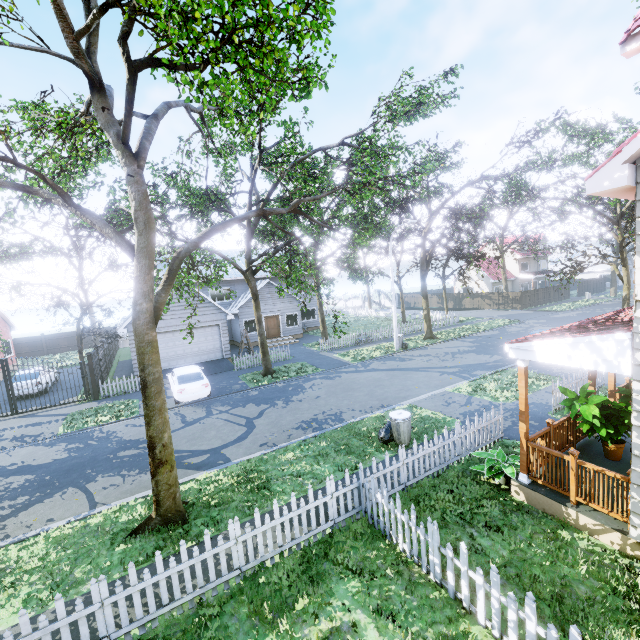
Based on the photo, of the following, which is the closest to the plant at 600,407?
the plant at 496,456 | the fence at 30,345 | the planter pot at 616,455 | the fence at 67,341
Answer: the planter pot at 616,455

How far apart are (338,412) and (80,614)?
9.54m

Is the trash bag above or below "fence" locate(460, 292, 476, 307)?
below

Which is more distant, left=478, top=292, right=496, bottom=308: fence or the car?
left=478, top=292, right=496, bottom=308: fence

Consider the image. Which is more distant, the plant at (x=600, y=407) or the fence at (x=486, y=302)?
the fence at (x=486, y=302)

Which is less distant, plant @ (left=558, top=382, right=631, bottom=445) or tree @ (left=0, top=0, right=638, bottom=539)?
tree @ (left=0, top=0, right=638, bottom=539)

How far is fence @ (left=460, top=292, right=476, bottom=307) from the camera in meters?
43.2

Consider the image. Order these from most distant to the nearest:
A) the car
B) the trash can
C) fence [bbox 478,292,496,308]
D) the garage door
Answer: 1. fence [bbox 478,292,496,308]
2. the garage door
3. the car
4. the trash can
